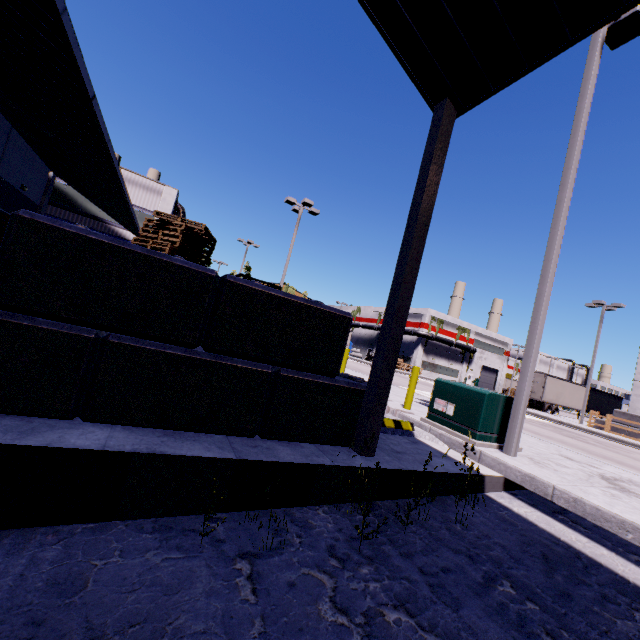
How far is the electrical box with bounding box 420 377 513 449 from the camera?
6.4m

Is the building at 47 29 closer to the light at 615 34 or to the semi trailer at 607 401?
the semi trailer at 607 401

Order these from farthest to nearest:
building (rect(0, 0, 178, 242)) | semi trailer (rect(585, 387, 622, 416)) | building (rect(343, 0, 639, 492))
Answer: semi trailer (rect(585, 387, 622, 416)) < building (rect(0, 0, 178, 242)) < building (rect(343, 0, 639, 492))

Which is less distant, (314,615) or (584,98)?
(314,615)

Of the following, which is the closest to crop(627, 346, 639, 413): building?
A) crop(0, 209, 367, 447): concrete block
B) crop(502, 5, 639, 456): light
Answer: crop(0, 209, 367, 447): concrete block

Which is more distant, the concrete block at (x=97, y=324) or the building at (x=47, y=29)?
the building at (x=47, y=29)

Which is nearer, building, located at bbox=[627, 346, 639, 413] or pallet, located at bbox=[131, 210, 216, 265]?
pallet, located at bbox=[131, 210, 216, 265]

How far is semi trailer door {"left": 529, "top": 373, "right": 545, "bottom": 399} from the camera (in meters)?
32.22
